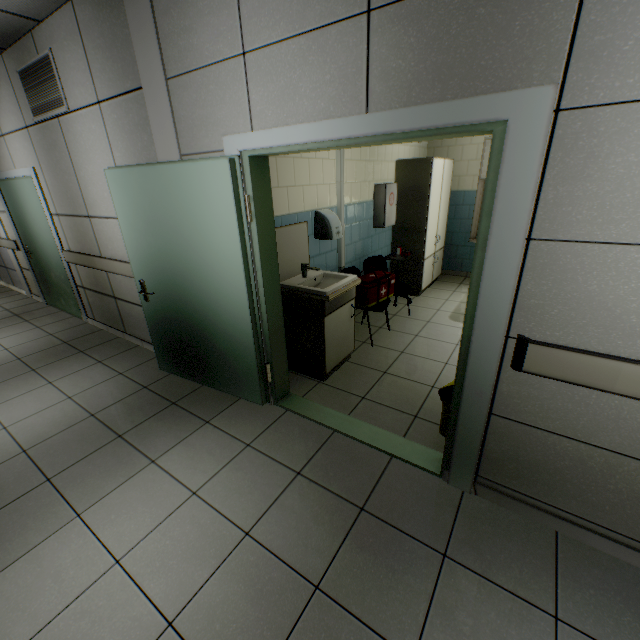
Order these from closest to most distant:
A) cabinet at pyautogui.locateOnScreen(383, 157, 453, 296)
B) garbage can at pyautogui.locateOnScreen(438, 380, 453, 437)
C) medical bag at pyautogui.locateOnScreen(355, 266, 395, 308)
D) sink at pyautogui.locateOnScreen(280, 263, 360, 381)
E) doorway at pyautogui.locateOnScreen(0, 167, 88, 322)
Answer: garbage can at pyautogui.locateOnScreen(438, 380, 453, 437)
sink at pyautogui.locateOnScreen(280, 263, 360, 381)
medical bag at pyautogui.locateOnScreen(355, 266, 395, 308)
doorway at pyautogui.locateOnScreen(0, 167, 88, 322)
cabinet at pyautogui.locateOnScreen(383, 157, 453, 296)

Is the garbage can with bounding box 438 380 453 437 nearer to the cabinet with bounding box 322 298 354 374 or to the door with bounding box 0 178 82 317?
the cabinet with bounding box 322 298 354 374

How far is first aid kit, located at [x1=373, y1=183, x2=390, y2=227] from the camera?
4.46m

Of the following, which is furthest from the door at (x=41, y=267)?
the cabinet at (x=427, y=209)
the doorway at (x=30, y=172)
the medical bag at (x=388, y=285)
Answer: the cabinet at (x=427, y=209)

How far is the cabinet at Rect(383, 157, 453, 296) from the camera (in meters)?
4.70

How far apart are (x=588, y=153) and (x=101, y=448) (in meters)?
3.51

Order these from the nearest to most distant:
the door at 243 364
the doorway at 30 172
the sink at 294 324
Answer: the door at 243 364
the sink at 294 324
the doorway at 30 172

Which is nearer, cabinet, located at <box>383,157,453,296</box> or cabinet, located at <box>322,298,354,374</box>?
cabinet, located at <box>322,298,354,374</box>
